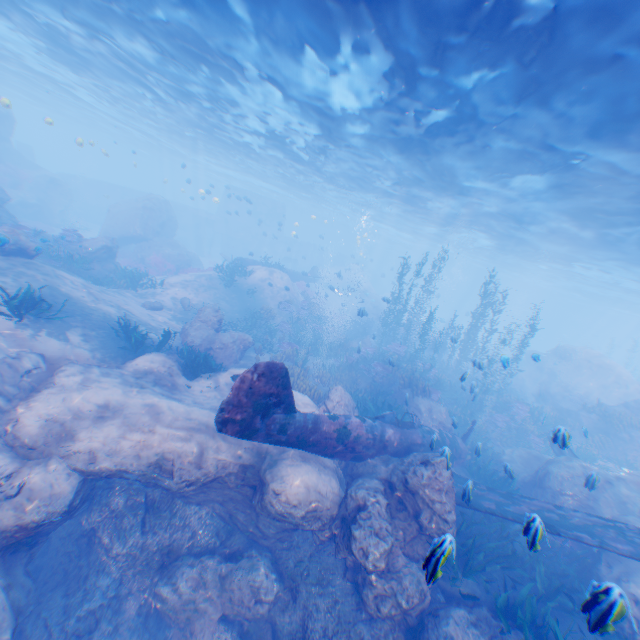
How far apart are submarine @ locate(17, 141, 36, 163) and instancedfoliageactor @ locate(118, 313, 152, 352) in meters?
45.6

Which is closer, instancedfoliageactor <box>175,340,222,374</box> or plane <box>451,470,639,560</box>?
plane <box>451,470,639,560</box>

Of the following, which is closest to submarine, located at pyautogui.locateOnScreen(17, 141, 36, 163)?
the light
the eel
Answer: the light

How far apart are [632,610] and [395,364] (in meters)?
12.66

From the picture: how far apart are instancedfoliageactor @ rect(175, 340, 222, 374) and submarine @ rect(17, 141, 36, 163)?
46.6m

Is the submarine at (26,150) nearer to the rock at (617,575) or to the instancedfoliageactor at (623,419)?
the rock at (617,575)

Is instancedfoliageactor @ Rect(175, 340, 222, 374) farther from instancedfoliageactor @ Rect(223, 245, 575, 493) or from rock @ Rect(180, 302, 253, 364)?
instancedfoliageactor @ Rect(223, 245, 575, 493)

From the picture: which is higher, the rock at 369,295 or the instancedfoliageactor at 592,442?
the rock at 369,295
